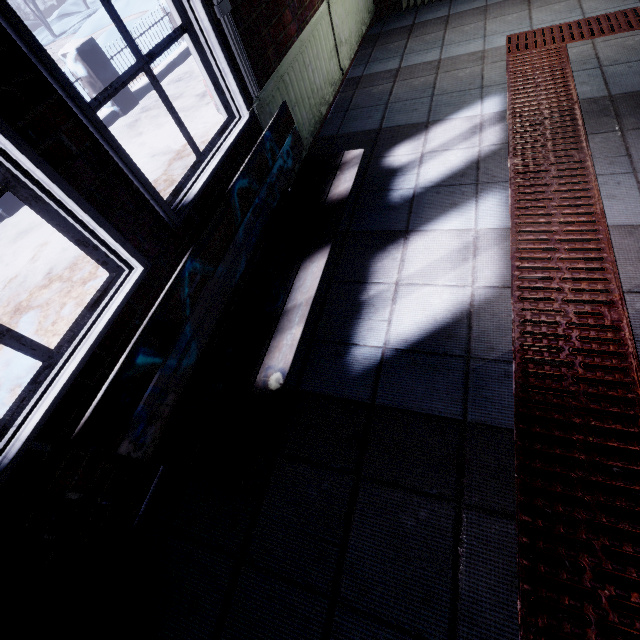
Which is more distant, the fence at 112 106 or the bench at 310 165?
the fence at 112 106

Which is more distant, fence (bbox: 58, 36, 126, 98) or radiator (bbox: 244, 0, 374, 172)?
fence (bbox: 58, 36, 126, 98)

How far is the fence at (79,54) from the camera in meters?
4.6

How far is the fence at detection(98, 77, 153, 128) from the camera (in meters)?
5.07

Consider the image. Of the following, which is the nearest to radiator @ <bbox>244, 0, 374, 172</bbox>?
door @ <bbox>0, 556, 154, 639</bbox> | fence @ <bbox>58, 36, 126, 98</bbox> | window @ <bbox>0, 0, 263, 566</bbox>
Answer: window @ <bbox>0, 0, 263, 566</bbox>

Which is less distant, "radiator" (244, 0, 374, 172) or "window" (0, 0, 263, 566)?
"window" (0, 0, 263, 566)

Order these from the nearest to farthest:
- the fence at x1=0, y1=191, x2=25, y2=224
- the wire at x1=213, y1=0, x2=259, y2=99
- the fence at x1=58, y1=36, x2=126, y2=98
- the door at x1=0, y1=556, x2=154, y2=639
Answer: the door at x1=0, y1=556, x2=154, y2=639, the wire at x1=213, y1=0, x2=259, y2=99, the fence at x1=0, y1=191, x2=25, y2=224, the fence at x1=58, y1=36, x2=126, y2=98

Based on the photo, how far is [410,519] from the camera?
1.1 meters
